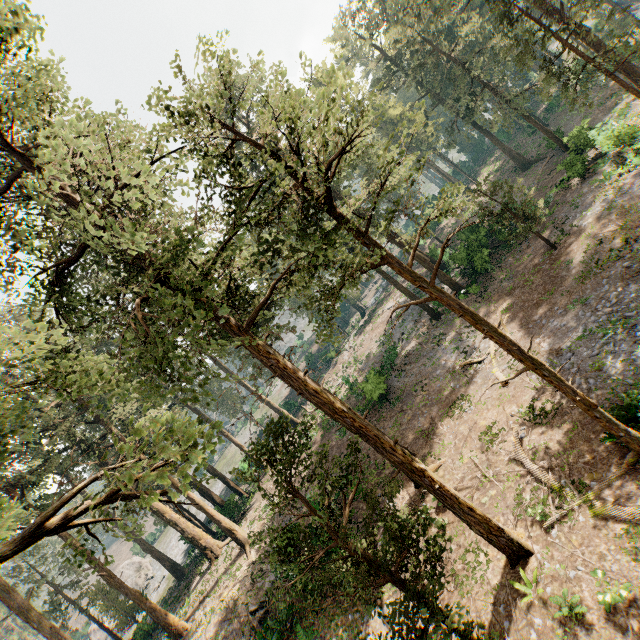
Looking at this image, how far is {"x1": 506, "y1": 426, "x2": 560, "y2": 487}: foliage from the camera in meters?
11.9 m

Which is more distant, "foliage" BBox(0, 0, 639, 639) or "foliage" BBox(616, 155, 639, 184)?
"foliage" BBox(616, 155, 639, 184)

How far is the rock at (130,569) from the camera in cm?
4884

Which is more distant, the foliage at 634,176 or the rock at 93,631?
the rock at 93,631

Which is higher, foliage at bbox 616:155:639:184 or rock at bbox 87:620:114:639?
rock at bbox 87:620:114:639

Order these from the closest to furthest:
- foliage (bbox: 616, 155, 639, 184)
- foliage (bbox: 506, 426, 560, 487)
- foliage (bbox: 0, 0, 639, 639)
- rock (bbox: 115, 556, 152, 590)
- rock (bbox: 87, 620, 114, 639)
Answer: foliage (bbox: 0, 0, 639, 639)
foliage (bbox: 506, 426, 560, 487)
foliage (bbox: 616, 155, 639, 184)
rock (bbox: 87, 620, 114, 639)
rock (bbox: 115, 556, 152, 590)

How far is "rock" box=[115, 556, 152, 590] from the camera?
48.84m

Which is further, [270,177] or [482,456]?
[482,456]
